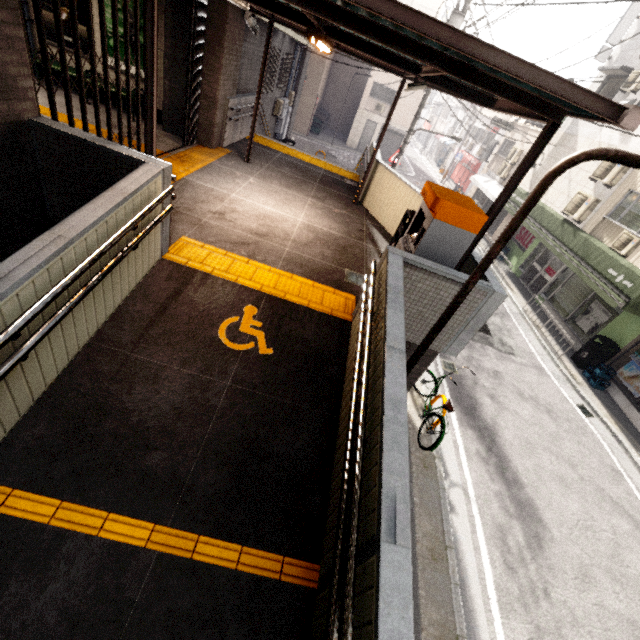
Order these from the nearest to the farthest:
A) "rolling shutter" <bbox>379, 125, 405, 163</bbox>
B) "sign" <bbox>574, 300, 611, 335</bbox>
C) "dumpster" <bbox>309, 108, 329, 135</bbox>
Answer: "sign" <bbox>574, 300, 611, 335</bbox>, "dumpster" <bbox>309, 108, 329, 135</bbox>, "rolling shutter" <bbox>379, 125, 405, 163</bbox>

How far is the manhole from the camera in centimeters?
1022cm

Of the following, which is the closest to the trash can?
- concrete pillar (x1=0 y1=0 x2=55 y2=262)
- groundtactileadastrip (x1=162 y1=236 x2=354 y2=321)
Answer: groundtactileadastrip (x1=162 y1=236 x2=354 y2=321)

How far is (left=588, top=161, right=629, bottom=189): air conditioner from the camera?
10.8m

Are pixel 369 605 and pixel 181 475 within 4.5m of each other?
yes

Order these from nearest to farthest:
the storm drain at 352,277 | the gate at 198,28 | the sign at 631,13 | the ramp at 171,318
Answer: the ramp at 171,318 → the storm drain at 352,277 → the gate at 198,28 → the sign at 631,13

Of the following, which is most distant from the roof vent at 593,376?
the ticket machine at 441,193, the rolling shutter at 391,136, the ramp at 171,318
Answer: the rolling shutter at 391,136

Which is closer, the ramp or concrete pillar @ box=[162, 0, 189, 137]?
the ramp
